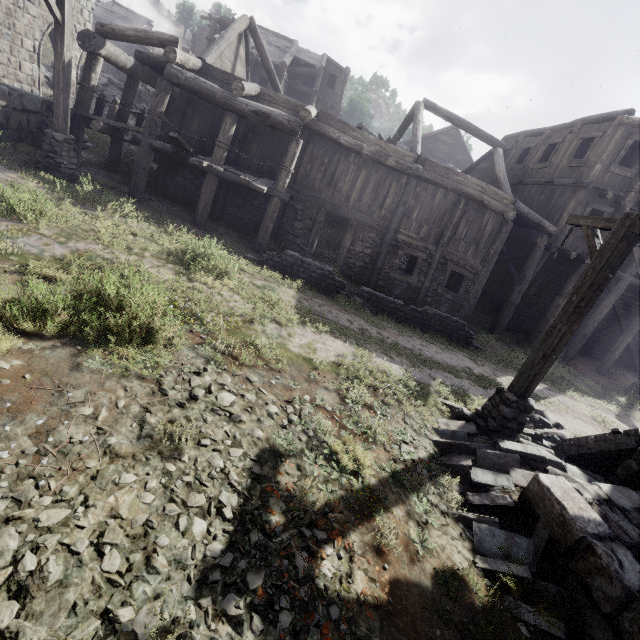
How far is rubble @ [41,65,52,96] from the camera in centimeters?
1766cm

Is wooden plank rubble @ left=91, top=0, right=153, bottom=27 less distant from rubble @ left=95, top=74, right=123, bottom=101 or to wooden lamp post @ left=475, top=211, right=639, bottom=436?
rubble @ left=95, top=74, right=123, bottom=101

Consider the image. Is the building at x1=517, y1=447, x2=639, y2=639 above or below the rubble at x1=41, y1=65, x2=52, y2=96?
below

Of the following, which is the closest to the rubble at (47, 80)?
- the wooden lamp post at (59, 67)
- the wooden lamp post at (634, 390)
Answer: the wooden lamp post at (59, 67)

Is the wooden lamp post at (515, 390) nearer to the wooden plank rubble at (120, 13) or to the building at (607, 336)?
the building at (607, 336)

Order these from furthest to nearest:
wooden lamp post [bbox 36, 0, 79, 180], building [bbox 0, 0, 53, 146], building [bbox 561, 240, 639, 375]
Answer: building [bbox 561, 240, 639, 375] → building [bbox 0, 0, 53, 146] → wooden lamp post [bbox 36, 0, 79, 180]

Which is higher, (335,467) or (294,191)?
(294,191)

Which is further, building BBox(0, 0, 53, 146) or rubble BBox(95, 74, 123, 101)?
rubble BBox(95, 74, 123, 101)
